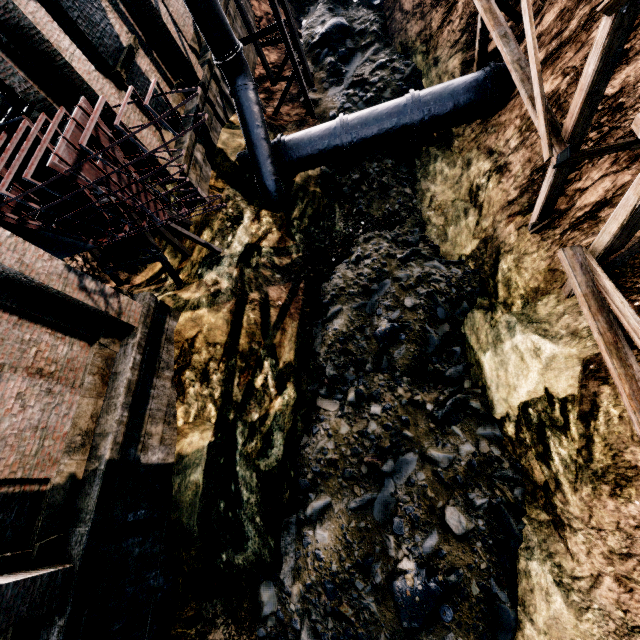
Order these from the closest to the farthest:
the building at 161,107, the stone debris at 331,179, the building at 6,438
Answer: the building at 6,438
the building at 161,107
the stone debris at 331,179

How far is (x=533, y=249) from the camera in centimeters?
983cm

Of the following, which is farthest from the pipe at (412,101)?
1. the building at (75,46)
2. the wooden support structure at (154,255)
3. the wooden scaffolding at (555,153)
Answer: the wooden support structure at (154,255)

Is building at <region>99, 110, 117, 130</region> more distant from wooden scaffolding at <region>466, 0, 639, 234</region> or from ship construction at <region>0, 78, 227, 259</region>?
wooden scaffolding at <region>466, 0, 639, 234</region>

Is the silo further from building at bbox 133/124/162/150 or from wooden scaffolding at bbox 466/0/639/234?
wooden scaffolding at bbox 466/0/639/234

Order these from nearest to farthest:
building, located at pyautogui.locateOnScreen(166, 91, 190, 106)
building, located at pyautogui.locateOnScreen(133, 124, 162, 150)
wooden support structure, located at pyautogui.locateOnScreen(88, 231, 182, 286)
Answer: building, located at pyautogui.locateOnScreen(133, 124, 162, 150)
wooden support structure, located at pyautogui.locateOnScreen(88, 231, 182, 286)
building, located at pyautogui.locateOnScreen(166, 91, 190, 106)

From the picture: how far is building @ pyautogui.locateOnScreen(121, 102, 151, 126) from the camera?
9.8 meters

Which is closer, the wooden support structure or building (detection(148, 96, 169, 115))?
the wooden support structure
